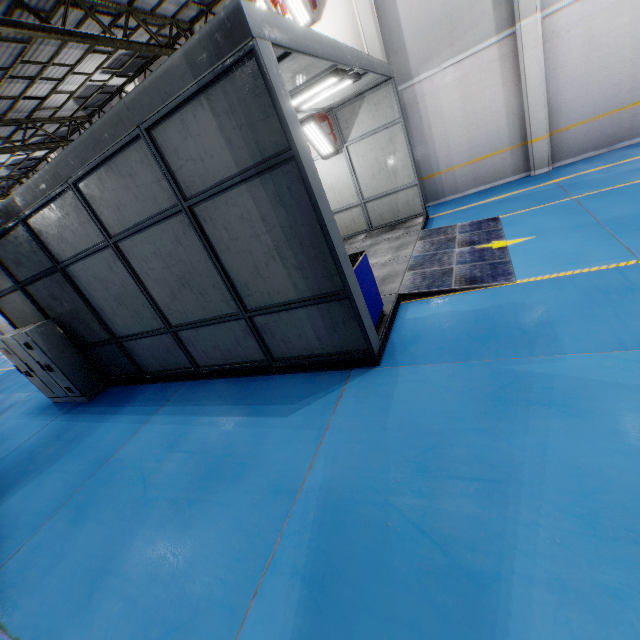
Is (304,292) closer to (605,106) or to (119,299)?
(119,299)

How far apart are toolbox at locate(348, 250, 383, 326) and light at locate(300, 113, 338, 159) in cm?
596

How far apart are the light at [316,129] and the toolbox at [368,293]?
6.0m

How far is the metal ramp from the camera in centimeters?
591cm

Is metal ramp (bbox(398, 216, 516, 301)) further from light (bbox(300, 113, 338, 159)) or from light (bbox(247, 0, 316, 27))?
light (bbox(247, 0, 316, 27))

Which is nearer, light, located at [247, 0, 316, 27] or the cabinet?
the cabinet

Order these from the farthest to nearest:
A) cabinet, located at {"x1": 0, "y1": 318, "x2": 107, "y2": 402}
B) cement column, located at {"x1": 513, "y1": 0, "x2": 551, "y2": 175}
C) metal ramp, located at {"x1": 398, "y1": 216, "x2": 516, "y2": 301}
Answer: cement column, located at {"x1": 513, "y1": 0, "x2": 551, "y2": 175}
cabinet, located at {"x1": 0, "y1": 318, "x2": 107, "y2": 402}
metal ramp, located at {"x1": 398, "y1": 216, "x2": 516, "y2": 301}

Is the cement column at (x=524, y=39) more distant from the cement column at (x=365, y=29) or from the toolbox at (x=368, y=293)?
the toolbox at (x=368, y=293)
